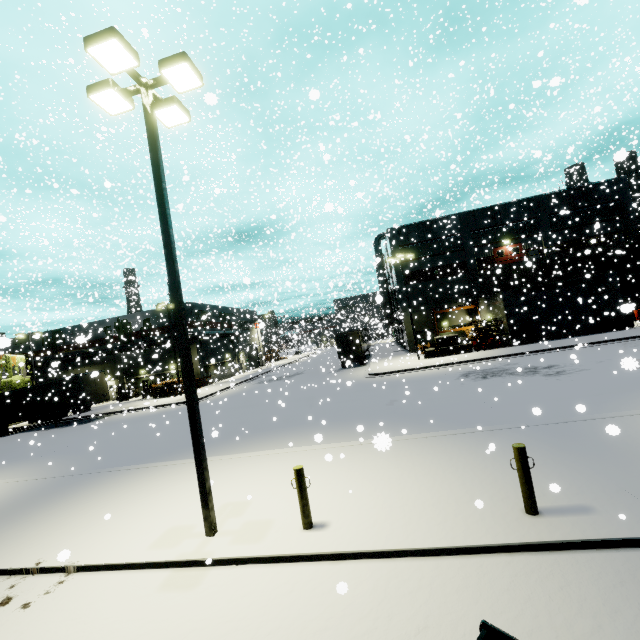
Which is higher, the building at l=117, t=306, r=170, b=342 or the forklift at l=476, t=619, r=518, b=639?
the building at l=117, t=306, r=170, b=342

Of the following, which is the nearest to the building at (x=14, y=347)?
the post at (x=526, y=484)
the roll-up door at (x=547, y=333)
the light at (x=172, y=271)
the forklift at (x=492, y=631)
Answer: the roll-up door at (x=547, y=333)

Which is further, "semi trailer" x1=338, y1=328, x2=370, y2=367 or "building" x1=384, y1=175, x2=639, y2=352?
"semi trailer" x1=338, y1=328, x2=370, y2=367

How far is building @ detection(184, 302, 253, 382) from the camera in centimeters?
4081cm

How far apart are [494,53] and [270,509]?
22.5 meters

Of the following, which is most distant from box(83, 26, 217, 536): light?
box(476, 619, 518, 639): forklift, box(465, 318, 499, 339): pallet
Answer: box(465, 318, 499, 339): pallet

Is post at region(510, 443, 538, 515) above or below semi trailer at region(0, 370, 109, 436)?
below
